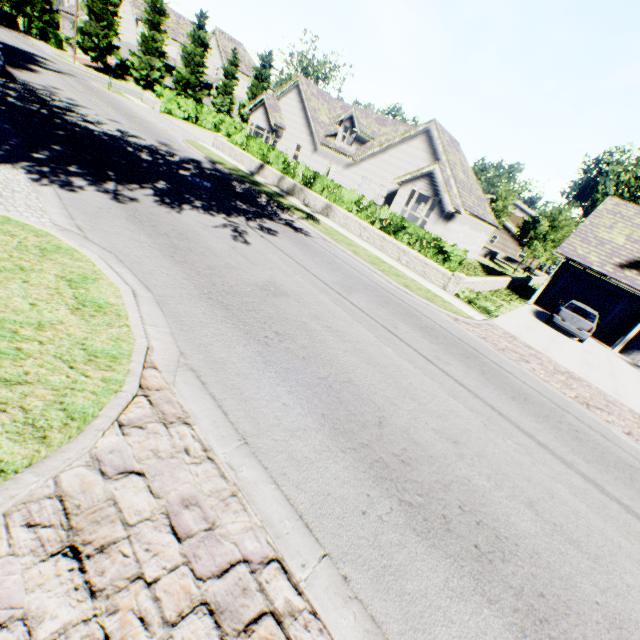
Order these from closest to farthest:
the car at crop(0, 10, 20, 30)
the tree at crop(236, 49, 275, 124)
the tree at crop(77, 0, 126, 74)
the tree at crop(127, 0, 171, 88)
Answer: the tree at crop(77, 0, 126, 74), the tree at crop(127, 0, 171, 88), the car at crop(0, 10, 20, 30), the tree at crop(236, 49, 275, 124)

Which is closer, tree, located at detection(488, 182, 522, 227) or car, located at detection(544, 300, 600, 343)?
car, located at detection(544, 300, 600, 343)

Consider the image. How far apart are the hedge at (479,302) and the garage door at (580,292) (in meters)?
11.56

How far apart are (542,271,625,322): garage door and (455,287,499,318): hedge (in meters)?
11.56

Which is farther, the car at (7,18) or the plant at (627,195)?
the plant at (627,195)

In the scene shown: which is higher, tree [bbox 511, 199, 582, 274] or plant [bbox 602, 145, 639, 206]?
plant [bbox 602, 145, 639, 206]

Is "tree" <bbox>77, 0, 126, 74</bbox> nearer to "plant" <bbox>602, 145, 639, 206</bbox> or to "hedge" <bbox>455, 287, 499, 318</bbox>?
"plant" <bbox>602, 145, 639, 206</bbox>

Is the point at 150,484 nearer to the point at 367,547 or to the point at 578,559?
the point at 367,547
